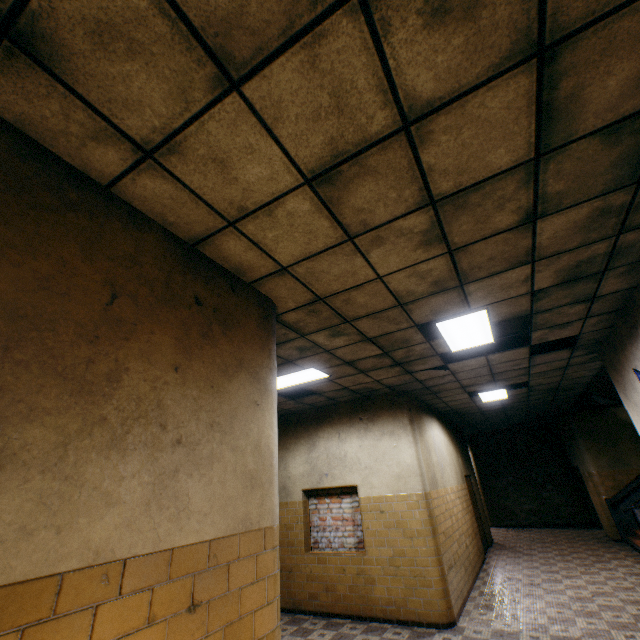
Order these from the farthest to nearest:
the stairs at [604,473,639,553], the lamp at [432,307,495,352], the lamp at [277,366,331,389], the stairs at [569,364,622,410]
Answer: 1. the stairs at [604,473,639,553]
2. the stairs at [569,364,622,410]
3. the lamp at [277,366,331,389]
4. the lamp at [432,307,495,352]

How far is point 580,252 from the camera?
3.04m

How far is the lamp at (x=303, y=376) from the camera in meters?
5.5

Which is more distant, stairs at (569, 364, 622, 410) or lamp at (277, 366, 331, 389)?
stairs at (569, 364, 622, 410)

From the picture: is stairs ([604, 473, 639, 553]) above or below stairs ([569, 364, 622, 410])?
below

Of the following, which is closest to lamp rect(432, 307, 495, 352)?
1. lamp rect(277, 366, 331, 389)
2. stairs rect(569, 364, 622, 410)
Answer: lamp rect(277, 366, 331, 389)

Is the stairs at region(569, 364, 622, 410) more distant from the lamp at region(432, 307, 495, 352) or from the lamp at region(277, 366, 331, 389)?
the lamp at region(277, 366, 331, 389)

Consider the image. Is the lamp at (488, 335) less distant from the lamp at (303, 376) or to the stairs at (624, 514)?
the lamp at (303, 376)
